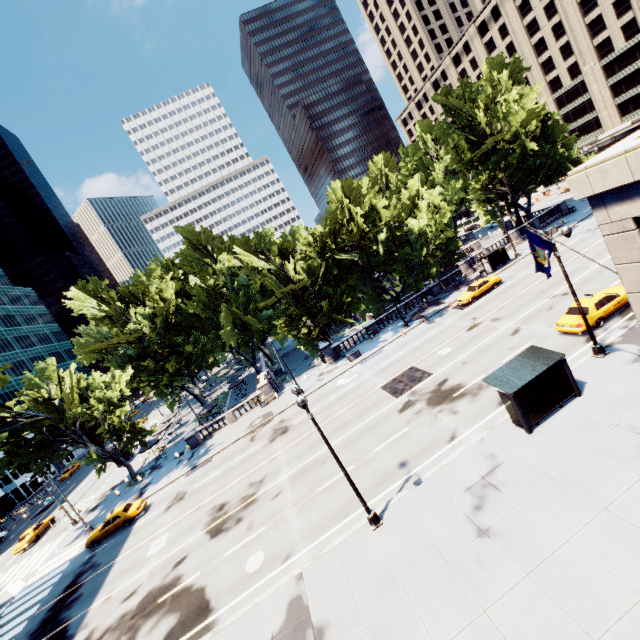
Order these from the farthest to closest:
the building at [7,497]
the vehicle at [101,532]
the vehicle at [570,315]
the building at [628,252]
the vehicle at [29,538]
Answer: the building at [7,497]
the vehicle at [29,538]
the vehicle at [101,532]
the vehicle at [570,315]
the building at [628,252]

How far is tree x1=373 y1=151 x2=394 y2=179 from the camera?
57.7m

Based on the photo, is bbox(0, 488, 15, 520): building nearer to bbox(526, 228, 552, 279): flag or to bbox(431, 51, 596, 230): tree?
bbox(431, 51, 596, 230): tree

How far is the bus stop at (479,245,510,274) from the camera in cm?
3962

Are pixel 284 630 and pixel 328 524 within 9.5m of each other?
yes

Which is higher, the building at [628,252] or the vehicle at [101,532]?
the building at [628,252]

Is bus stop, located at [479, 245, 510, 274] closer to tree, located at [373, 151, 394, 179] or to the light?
tree, located at [373, 151, 394, 179]

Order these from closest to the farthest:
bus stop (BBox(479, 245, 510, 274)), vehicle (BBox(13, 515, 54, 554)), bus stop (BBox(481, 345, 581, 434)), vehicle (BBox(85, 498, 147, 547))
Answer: bus stop (BBox(481, 345, 581, 434)) < vehicle (BBox(85, 498, 147, 547)) < vehicle (BBox(13, 515, 54, 554)) < bus stop (BBox(479, 245, 510, 274))
